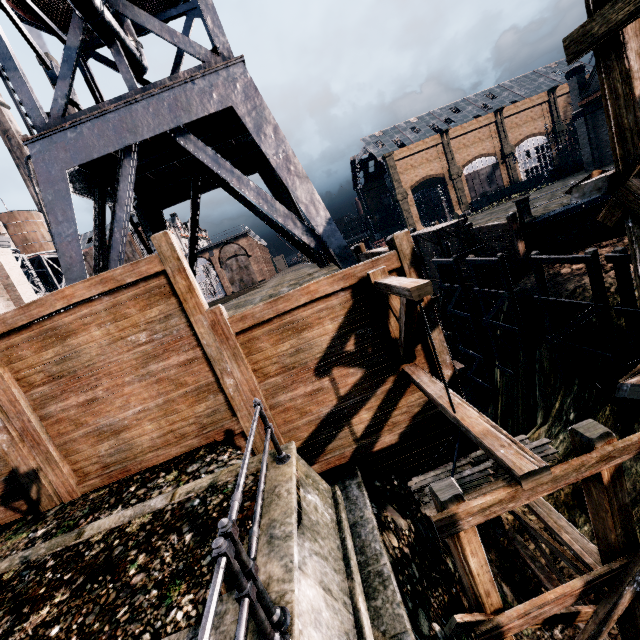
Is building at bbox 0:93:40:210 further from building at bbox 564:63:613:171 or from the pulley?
the pulley

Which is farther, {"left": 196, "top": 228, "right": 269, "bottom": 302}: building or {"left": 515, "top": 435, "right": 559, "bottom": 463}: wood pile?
{"left": 196, "top": 228, "right": 269, "bottom": 302}: building

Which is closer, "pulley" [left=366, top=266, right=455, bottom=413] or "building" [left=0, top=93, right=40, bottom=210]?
"pulley" [left=366, top=266, right=455, bottom=413]

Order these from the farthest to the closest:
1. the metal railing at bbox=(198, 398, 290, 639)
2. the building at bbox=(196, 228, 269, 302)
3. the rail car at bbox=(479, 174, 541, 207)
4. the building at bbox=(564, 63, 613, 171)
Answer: the rail car at bbox=(479, 174, 541, 207) < the building at bbox=(196, 228, 269, 302) < the building at bbox=(564, 63, 613, 171) < the metal railing at bbox=(198, 398, 290, 639)

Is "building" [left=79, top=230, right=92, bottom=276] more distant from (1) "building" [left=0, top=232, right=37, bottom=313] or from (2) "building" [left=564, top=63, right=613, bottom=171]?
(2) "building" [left=564, top=63, right=613, bottom=171]

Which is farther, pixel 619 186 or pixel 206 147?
pixel 206 147

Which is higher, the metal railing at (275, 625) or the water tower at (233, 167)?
the water tower at (233, 167)

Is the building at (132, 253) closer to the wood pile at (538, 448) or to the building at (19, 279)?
the building at (19, 279)
